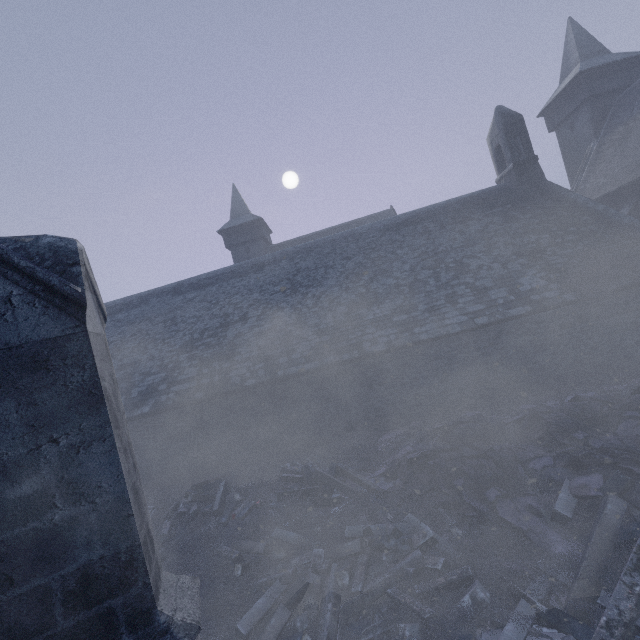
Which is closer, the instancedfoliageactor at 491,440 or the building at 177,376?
the building at 177,376

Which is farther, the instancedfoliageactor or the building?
the instancedfoliageactor

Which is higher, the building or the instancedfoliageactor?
the building

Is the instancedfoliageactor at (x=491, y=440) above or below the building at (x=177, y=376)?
below

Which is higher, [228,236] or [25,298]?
[228,236]
